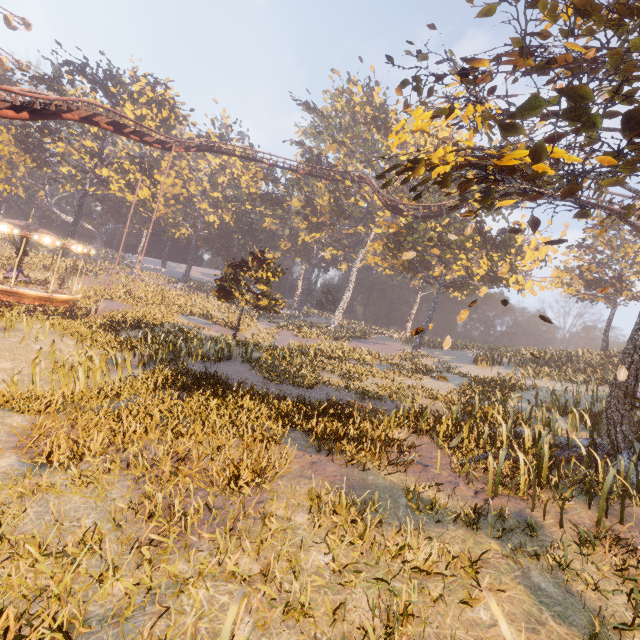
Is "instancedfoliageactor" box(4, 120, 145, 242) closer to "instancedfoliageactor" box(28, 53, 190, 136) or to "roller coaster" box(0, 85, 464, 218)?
"roller coaster" box(0, 85, 464, 218)

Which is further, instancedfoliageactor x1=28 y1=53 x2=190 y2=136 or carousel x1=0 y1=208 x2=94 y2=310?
instancedfoliageactor x1=28 y1=53 x2=190 y2=136

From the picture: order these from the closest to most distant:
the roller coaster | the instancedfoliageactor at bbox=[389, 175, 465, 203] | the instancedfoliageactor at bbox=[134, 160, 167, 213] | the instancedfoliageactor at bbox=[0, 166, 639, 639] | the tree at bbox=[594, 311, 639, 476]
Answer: the instancedfoliageactor at bbox=[0, 166, 639, 639], the tree at bbox=[594, 311, 639, 476], the roller coaster, the instancedfoliageactor at bbox=[389, 175, 465, 203], the instancedfoliageactor at bbox=[134, 160, 167, 213]

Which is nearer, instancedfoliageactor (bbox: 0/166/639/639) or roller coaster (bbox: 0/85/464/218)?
instancedfoliageactor (bbox: 0/166/639/639)

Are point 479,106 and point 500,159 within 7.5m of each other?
yes

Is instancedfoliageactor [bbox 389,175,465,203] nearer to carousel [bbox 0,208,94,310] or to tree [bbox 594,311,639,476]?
carousel [bbox 0,208,94,310]

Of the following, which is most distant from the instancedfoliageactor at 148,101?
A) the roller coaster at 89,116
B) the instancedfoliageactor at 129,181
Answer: the roller coaster at 89,116

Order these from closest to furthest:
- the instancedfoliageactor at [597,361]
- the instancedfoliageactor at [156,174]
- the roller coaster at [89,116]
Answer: the instancedfoliageactor at [597,361] < the roller coaster at [89,116] < the instancedfoliageactor at [156,174]
